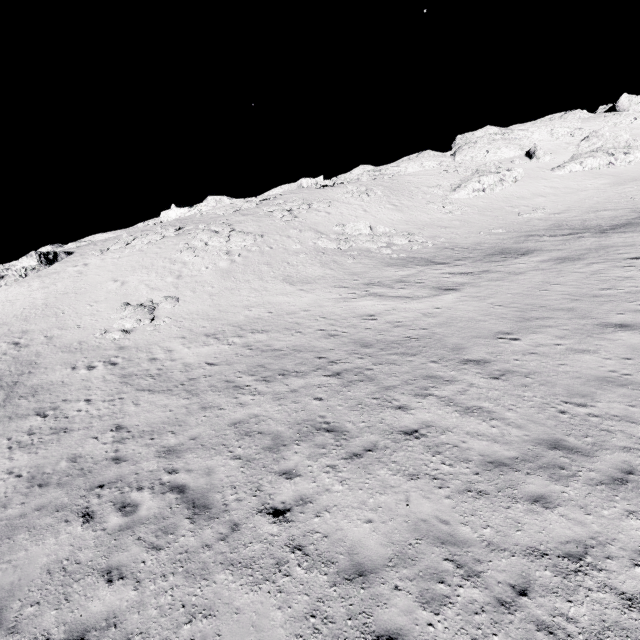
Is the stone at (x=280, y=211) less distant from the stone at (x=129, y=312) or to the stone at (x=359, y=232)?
the stone at (x=359, y=232)

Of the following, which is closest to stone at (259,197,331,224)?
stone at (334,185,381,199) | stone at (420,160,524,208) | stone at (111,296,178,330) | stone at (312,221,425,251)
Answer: stone at (334,185,381,199)

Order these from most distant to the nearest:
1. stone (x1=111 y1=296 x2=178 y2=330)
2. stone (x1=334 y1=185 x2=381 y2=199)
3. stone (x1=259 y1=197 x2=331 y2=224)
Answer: stone (x1=334 y1=185 x2=381 y2=199)
stone (x1=259 y1=197 x2=331 y2=224)
stone (x1=111 y1=296 x2=178 y2=330)

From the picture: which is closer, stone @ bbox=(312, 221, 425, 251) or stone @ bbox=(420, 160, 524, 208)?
stone @ bbox=(312, 221, 425, 251)

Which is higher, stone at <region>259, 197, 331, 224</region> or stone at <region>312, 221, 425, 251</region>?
stone at <region>259, 197, 331, 224</region>

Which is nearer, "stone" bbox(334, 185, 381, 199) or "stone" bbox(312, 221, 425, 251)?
"stone" bbox(312, 221, 425, 251)

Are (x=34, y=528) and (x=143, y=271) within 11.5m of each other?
no
